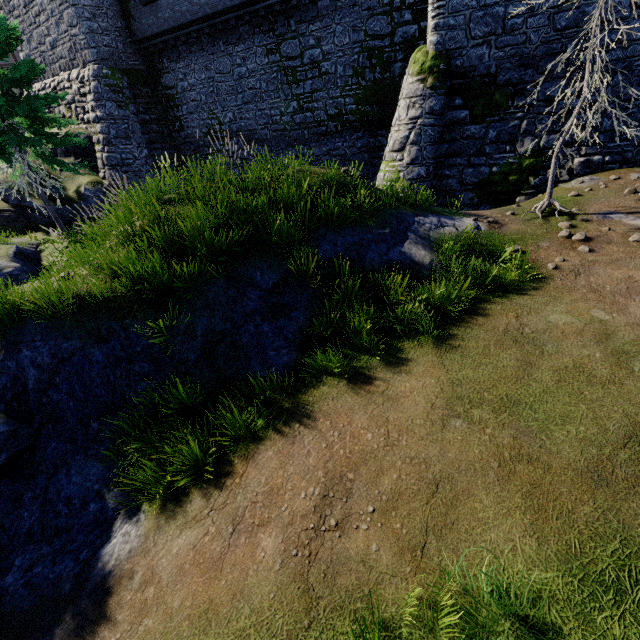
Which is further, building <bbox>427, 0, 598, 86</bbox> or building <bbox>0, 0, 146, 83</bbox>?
building <bbox>0, 0, 146, 83</bbox>

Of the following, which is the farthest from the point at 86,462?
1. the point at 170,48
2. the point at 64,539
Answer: the point at 170,48

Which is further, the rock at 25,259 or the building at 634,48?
the rock at 25,259

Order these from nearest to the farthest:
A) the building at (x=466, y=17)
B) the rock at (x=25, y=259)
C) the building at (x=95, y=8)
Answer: the building at (x=466, y=17), the rock at (x=25, y=259), the building at (x=95, y=8)

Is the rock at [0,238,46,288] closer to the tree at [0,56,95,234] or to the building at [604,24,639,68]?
the tree at [0,56,95,234]

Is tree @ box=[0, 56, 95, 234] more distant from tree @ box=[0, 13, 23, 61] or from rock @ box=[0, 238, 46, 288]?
rock @ box=[0, 238, 46, 288]

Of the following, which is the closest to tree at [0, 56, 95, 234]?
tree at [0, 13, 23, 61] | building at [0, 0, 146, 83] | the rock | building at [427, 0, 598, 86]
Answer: tree at [0, 13, 23, 61]

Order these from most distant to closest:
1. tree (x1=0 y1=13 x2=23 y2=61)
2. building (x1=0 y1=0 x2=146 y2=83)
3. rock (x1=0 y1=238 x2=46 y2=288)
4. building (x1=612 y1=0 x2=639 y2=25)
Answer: building (x1=0 y1=0 x2=146 y2=83) → tree (x1=0 y1=13 x2=23 y2=61) → rock (x1=0 y1=238 x2=46 y2=288) → building (x1=612 y1=0 x2=639 y2=25)
